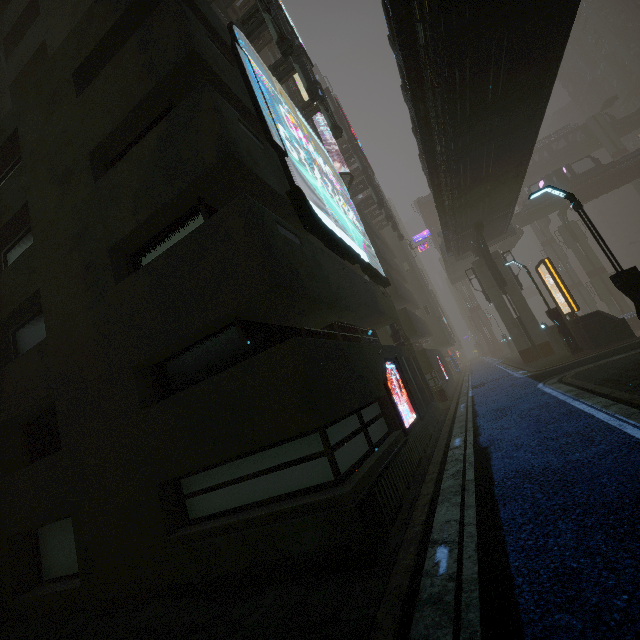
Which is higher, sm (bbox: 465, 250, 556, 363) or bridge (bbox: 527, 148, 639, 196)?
bridge (bbox: 527, 148, 639, 196)

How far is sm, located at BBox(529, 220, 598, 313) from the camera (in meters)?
54.97

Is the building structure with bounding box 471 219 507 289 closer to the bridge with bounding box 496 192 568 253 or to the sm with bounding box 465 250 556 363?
the sm with bounding box 465 250 556 363

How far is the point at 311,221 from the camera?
8.5 meters

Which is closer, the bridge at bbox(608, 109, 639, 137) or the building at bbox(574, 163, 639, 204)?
the building at bbox(574, 163, 639, 204)

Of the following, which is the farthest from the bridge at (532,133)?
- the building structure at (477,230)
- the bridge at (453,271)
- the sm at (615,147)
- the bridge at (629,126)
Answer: the bridge at (629,126)

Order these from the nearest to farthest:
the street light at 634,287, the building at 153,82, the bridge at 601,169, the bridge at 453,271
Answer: the building at 153,82, the street light at 634,287, the bridge at 601,169, the bridge at 453,271

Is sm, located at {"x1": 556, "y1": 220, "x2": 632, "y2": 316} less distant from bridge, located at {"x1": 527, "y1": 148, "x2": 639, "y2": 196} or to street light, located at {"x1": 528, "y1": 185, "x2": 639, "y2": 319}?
bridge, located at {"x1": 527, "y1": 148, "x2": 639, "y2": 196}
